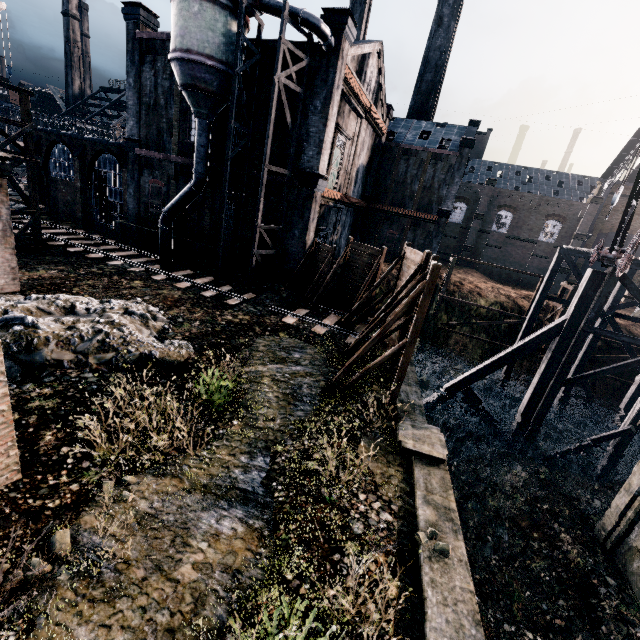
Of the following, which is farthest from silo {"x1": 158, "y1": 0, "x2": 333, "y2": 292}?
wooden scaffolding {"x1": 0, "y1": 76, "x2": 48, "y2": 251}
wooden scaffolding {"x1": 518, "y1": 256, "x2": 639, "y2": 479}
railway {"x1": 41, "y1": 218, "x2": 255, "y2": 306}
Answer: wooden scaffolding {"x1": 518, "y1": 256, "x2": 639, "y2": 479}

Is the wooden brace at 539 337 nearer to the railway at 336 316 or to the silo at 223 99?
the railway at 336 316

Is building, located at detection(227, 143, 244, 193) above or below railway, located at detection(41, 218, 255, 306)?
above

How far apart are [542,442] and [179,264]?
28.47m

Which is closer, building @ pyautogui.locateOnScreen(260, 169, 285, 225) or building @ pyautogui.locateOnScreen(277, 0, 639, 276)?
building @ pyautogui.locateOnScreen(277, 0, 639, 276)

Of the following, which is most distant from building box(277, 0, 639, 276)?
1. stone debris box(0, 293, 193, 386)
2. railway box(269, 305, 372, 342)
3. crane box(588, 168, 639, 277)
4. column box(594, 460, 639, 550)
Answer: stone debris box(0, 293, 193, 386)

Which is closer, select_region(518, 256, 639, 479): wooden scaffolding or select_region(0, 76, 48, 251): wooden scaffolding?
select_region(518, 256, 639, 479): wooden scaffolding

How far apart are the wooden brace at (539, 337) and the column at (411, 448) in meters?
9.8 m
